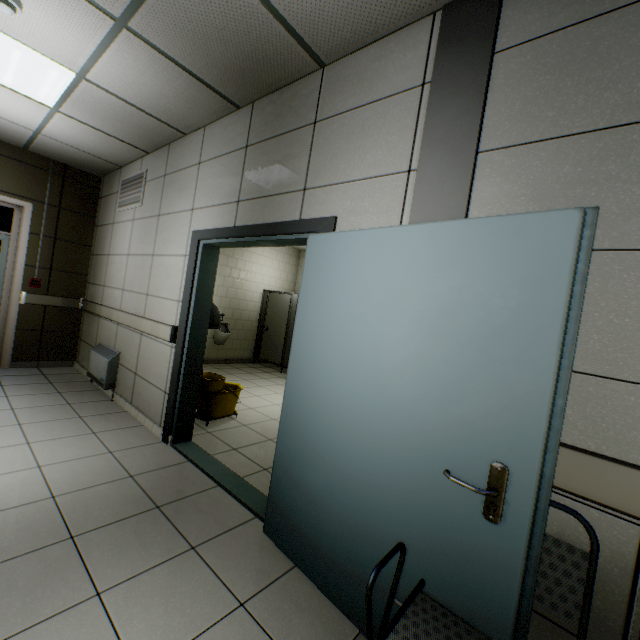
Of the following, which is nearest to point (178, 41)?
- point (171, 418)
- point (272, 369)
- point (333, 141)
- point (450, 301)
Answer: point (333, 141)

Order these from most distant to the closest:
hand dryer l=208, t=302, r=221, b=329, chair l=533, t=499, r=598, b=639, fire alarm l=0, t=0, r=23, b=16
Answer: hand dryer l=208, t=302, r=221, b=329 < fire alarm l=0, t=0, r=23, b=16 < chair l=533, t=499, r=598, b=639

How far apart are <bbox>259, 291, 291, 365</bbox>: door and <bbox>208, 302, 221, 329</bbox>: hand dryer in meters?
4.0 m

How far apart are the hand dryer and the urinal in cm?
376

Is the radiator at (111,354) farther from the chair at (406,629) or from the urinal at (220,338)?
the chair at (406,629)

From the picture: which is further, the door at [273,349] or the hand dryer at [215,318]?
the door at [273,349]

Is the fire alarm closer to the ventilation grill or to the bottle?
the ventilation grill

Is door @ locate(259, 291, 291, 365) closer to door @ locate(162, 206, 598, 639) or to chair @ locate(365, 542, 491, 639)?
door @ locate(162, 206, 598, 639)
